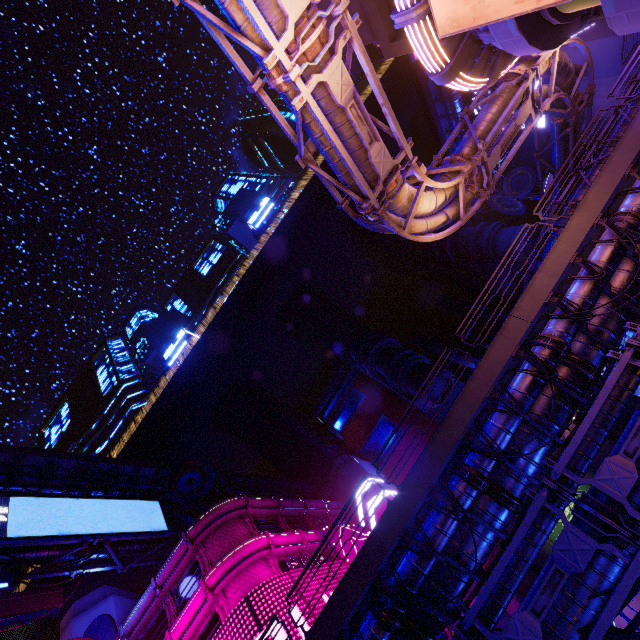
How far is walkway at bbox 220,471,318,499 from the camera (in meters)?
45.62

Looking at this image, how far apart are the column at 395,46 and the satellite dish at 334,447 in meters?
51.0

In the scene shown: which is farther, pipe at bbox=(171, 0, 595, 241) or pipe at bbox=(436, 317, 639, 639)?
pipe at bbox=(436, 317, 639, 639)

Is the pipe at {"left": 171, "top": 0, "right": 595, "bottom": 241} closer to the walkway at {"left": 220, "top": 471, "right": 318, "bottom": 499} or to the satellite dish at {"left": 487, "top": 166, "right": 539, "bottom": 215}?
the walkway at {"left": 220, "top": 471, "right": 318, "bottom": 499}

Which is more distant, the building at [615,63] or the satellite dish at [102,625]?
the building at [615,63]

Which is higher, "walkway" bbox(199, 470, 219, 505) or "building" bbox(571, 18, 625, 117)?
"walkway" bbox(199, 470, 219, 505)

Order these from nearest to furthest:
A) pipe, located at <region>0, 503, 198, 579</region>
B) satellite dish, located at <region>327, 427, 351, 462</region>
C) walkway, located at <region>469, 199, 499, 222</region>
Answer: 1. pipe, located at <region>0, 503, 198, 579</region>
2. satellite dish, located at <region>327, 427, 351, 462</region>
3. walkway, located at <region>469, 199, 499, 222</region>

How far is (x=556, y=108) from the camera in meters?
18.0 m
